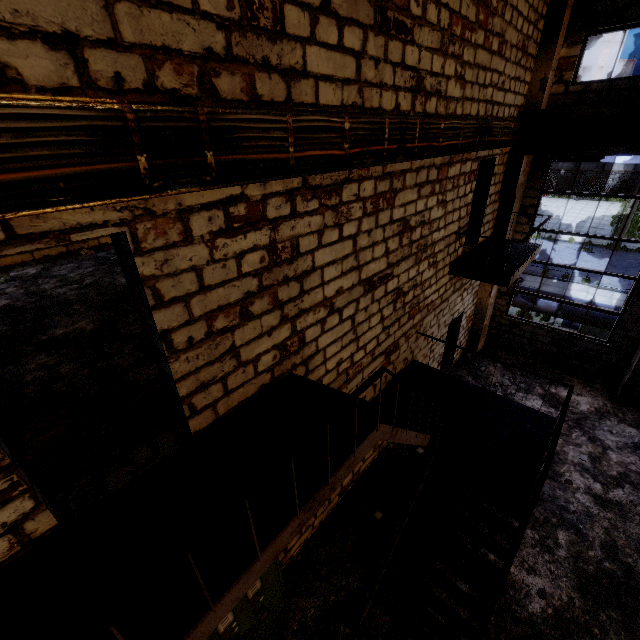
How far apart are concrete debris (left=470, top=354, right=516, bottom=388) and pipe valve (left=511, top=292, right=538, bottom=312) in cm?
381

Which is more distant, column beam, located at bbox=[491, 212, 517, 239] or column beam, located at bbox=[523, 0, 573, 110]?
column beam, located at bbox=[491, 212, 517, 239]

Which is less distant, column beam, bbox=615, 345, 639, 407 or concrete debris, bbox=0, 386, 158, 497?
concrete debris, bbox=0, 386, 158, 497

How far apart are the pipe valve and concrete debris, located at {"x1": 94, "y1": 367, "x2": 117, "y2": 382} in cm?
1424

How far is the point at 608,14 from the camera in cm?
723

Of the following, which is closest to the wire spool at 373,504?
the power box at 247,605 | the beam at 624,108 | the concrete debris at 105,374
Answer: the power box at 247,605

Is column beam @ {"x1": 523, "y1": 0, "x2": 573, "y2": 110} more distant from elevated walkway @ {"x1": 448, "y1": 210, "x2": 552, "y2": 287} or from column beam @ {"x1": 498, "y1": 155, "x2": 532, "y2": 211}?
elevated walkway @ {"x1": 448, "y1": 210, "x2": 552, "y2": 287}

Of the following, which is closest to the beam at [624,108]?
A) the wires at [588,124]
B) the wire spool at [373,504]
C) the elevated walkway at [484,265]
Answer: the wires at [588,124]
